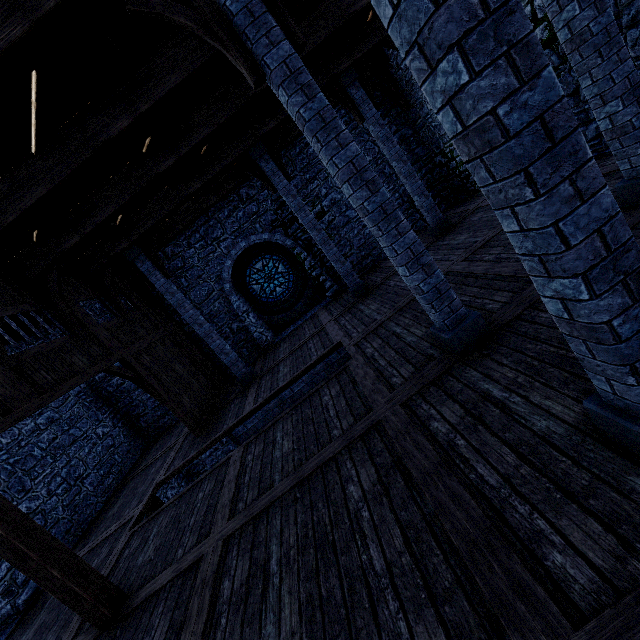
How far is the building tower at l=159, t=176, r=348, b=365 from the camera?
12.0 meters

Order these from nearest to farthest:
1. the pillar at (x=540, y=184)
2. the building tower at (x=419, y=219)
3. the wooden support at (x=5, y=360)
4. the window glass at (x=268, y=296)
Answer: the pillar at (x=540, y=184), the wooden support at (x=5, y=360), the building tower at (x=419, y=219), the window glass at (x=268, y=296)

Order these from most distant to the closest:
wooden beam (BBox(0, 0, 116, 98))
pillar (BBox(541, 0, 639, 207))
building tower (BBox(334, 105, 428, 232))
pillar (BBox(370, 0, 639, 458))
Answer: building tower (BBox(334, 105, 428, 232)), pillar (BBox(541, 0, 639, 207)), wooden beam (BBox(0, 0, 116, 98)), pillar (BBox(370, 0, 639, 458))

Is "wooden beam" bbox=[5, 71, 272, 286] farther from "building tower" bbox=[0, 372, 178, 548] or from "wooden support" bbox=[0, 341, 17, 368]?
"wooden support" bbox=[0, 341, 17, 368]

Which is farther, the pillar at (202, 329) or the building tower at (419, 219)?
the building tower at (419, 219)

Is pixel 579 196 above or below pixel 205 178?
below

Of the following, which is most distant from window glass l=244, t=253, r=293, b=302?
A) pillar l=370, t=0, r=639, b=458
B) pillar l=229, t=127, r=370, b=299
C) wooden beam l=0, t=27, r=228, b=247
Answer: pillar l=370, t=0, r=639, b=458

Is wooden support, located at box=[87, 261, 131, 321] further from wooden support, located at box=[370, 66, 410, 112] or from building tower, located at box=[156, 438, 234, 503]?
wooden support, located at box=[370, 66, 410, 112]
